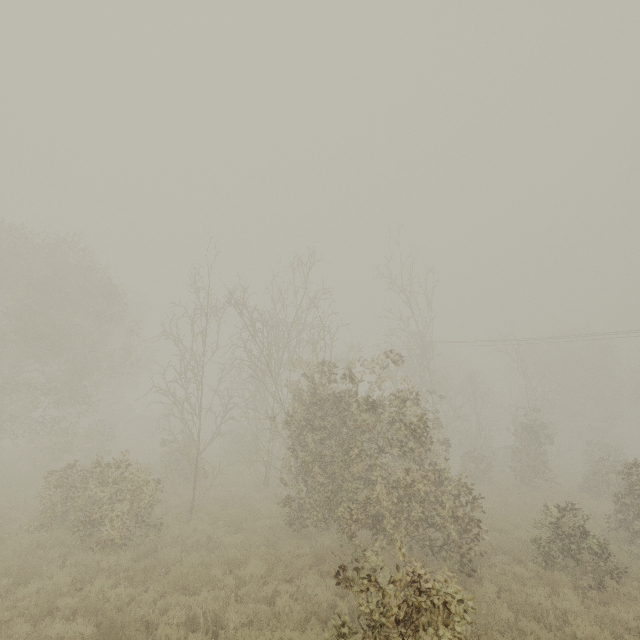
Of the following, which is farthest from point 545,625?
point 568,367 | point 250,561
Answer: point 568,367
